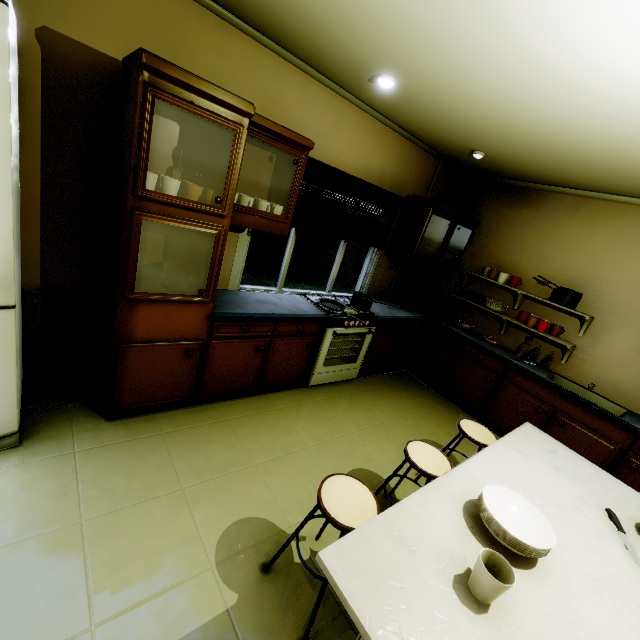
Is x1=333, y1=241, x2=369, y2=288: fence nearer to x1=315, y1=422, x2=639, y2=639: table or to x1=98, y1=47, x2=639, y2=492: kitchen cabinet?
x1=98, y1=47, x2=639, y2=492: kitchen cabinet

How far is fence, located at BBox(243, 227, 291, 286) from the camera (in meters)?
7.48

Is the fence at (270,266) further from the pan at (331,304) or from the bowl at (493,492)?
the bowl at (493,492)

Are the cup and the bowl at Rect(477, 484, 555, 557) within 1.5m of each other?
yes

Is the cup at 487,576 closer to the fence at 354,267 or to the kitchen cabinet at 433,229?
the kitchen cabinet at 433,229

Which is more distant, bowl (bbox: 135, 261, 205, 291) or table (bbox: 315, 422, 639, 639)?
bowl (bbox: 135, 261, 205, 291)

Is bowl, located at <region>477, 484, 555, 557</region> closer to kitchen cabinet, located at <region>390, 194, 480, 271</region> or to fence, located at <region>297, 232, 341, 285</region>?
kitchen cabinet, located at <region>390, 194, 480, 271</region>

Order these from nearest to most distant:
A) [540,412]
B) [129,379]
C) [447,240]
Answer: [129,379] → [540,412] → [447,240]
